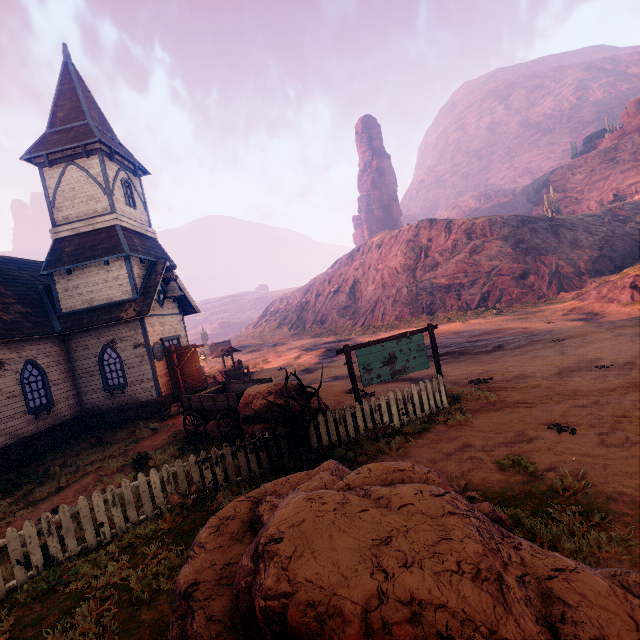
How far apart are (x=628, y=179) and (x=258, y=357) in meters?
57.8

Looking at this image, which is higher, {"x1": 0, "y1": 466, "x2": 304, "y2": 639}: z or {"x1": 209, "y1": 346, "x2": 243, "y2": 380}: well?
{"x1": 209, "y1": 346, "x2": 243, "y2": 380}: well

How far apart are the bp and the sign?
9.90m

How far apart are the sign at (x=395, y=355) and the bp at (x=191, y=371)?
9.90m

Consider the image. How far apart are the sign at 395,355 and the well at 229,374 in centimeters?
1431cm

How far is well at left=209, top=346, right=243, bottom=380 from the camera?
22.00m

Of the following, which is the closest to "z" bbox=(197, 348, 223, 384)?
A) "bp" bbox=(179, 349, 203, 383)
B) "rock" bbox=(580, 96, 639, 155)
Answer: "rock" bbox=(580, 96, 639, 155)
